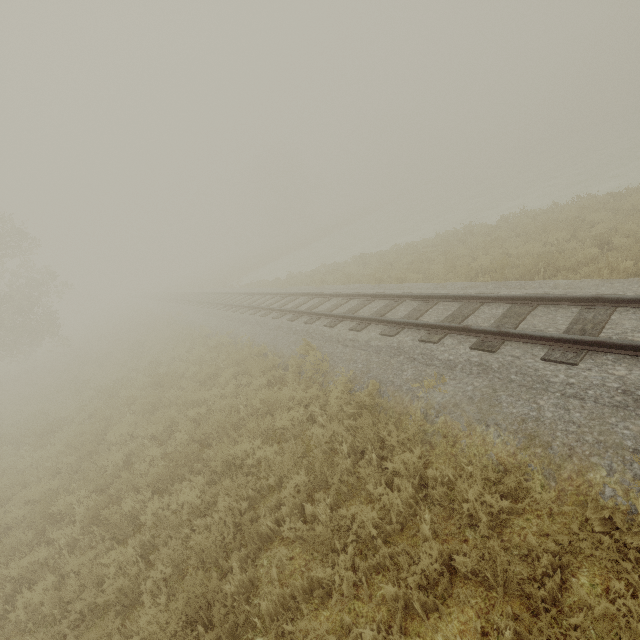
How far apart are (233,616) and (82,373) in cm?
1959

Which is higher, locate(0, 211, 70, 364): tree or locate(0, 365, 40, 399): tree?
locate(0, 211, 70, 364): tree

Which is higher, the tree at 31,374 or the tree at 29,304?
the tree at 29,304
